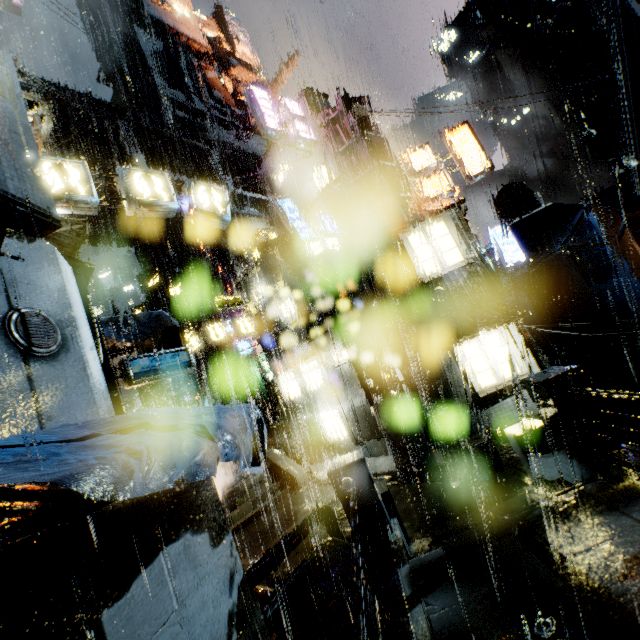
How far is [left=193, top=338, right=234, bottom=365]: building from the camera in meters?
39.4 m

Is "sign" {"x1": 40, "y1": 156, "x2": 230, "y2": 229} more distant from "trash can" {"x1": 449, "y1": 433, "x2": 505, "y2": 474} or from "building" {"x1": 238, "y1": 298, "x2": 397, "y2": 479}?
"trash can" {"x1": 449, "y1": 433, "x2": 505, "y2": 474}

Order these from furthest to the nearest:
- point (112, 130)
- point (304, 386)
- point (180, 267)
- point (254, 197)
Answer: A: point (180, 267), point (254, 197), point (112, 130), point (304, 386)

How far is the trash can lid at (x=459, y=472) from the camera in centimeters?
1023cm

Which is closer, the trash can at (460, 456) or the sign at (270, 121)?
the trash can at (460, 456)

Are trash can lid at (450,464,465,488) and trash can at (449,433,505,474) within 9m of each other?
yes

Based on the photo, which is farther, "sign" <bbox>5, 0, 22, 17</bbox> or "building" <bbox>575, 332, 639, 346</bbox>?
"building" <bbox>575, 332, 639, 346</bbox>

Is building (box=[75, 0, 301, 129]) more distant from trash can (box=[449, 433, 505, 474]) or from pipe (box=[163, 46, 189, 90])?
trash can (box=[449, 433, 505, 474])
